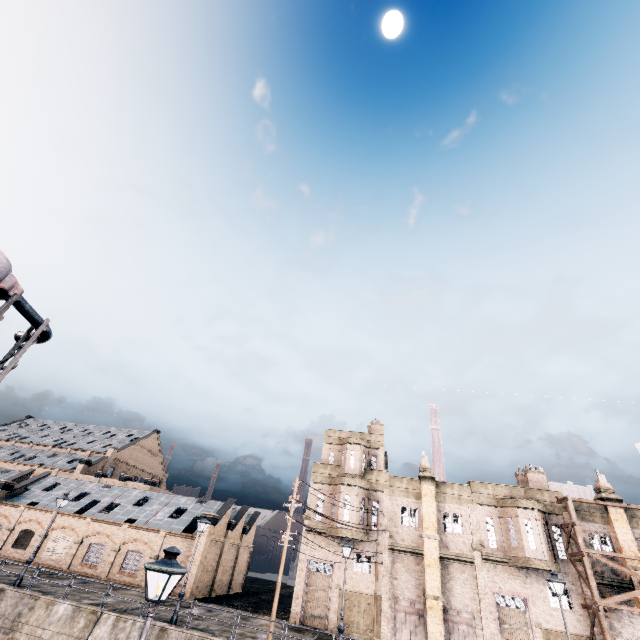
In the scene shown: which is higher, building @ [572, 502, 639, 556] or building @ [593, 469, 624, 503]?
building @ [593, 469, 624, 503]

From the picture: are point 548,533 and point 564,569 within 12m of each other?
yes

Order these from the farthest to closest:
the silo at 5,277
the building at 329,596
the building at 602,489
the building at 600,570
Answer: the building at 602,489, the building at 329,596, the building at 600,570, the silo at 5,277

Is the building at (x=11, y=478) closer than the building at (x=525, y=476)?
No

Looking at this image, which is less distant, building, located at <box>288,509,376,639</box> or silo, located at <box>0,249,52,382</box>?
silo, located at <box>0,249,52,382</box>

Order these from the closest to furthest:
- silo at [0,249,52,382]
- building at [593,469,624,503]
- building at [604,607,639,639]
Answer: silo at [0,249,52,382] < building at [604,607,639,639] < building at [593,469,624,503]
